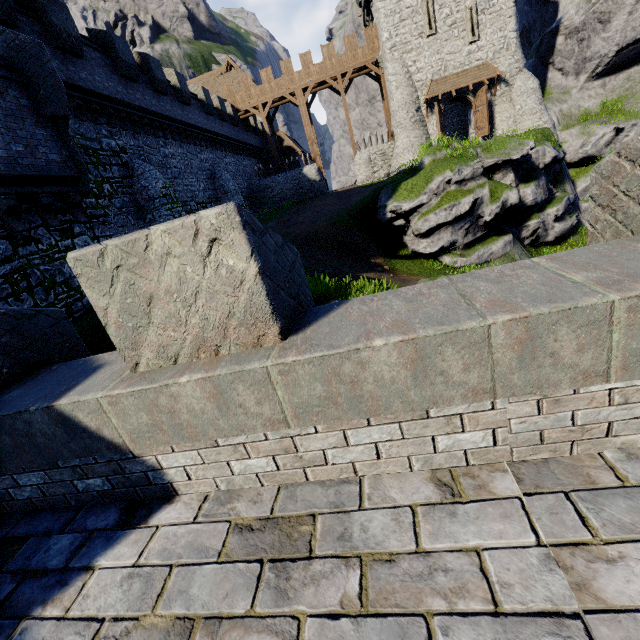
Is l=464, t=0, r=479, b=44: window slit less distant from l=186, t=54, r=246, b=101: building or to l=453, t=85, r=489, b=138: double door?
l=453, t=85, r=489, b=138: double door

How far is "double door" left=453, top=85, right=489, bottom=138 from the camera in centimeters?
2578cm

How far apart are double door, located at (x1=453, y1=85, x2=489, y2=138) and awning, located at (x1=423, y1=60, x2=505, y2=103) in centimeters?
22cm

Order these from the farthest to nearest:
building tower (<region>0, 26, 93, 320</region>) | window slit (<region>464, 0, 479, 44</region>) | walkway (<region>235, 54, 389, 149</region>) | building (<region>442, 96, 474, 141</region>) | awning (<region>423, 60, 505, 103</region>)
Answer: walkway (<region>235, 54, 389, 149</region>), building (<region>442, 96, 474, 141</region>), awning (<region>423, 60, 505, 103</region>), window slit (<region>464, 0, 479, 44</region>), building tower (<region>0, 26, 93, 320</region>)

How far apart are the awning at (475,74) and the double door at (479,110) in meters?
0.2 m

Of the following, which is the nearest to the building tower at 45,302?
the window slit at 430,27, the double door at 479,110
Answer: the double door at 479,110

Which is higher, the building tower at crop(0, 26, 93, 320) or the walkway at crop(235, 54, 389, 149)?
the walkway at crop(235, 54, 389, 149)

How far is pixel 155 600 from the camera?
1.9m
